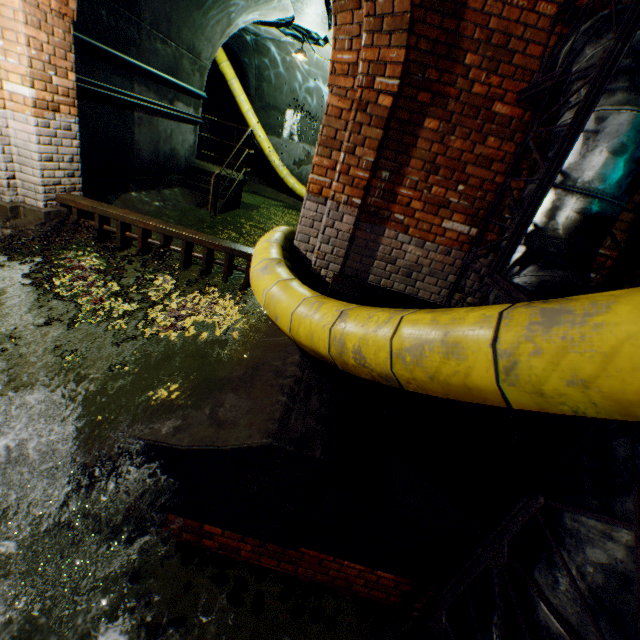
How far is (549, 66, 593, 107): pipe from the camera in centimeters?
216cm

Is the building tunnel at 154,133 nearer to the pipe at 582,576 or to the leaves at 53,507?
the pipe at 582,576

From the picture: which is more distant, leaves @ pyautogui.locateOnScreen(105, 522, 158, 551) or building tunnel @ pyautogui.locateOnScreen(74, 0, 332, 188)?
building tunnel @ pyautogui.locateOnScreen(74, 0, 332, 188)

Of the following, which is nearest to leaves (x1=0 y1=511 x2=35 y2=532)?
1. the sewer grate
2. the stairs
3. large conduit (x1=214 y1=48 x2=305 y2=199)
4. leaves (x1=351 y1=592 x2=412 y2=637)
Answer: leaves (x1=351 y1=592 x2=412 y2=637)

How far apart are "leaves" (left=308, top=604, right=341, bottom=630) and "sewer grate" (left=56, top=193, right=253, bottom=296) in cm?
268

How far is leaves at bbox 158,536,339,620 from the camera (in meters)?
2.51

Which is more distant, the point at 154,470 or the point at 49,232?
the point at 49,232

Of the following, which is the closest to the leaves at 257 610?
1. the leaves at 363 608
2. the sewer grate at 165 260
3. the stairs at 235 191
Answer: the leaves at 363 608
